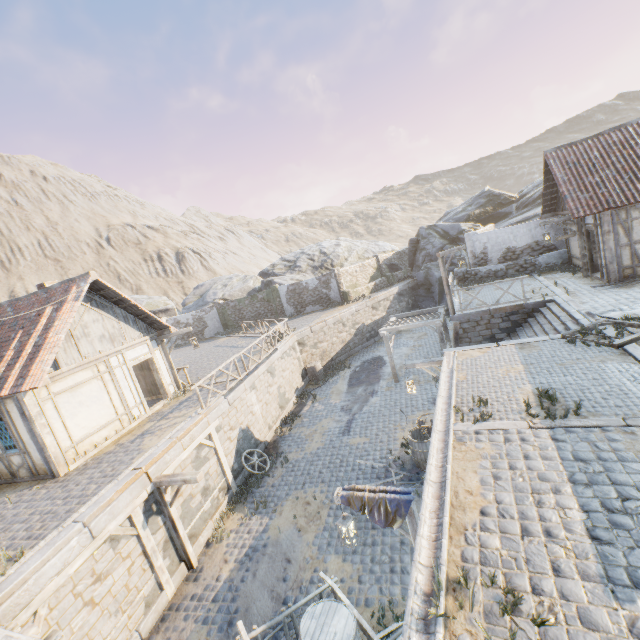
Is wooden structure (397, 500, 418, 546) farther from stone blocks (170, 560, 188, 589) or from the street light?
the street light

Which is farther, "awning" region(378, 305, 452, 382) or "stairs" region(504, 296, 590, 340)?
"awning" region(378, 305, 452, 382)

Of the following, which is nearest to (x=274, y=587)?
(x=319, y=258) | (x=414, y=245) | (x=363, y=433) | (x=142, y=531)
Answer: (x=142, y=531)

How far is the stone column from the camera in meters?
27.8 m

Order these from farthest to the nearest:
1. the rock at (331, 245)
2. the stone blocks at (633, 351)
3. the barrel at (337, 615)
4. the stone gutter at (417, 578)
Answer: the rock at (331, 245), the stone blocks at (633, 351), the barrel at (337, 615), the stone gutter at (417, 578)

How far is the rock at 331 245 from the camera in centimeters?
3366cm

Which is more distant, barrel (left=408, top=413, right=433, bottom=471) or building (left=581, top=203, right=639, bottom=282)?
building (left=581, top=203, right=639, bottom=282)

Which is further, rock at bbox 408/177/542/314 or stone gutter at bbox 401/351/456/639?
rock at bbox 408/177/542/314
